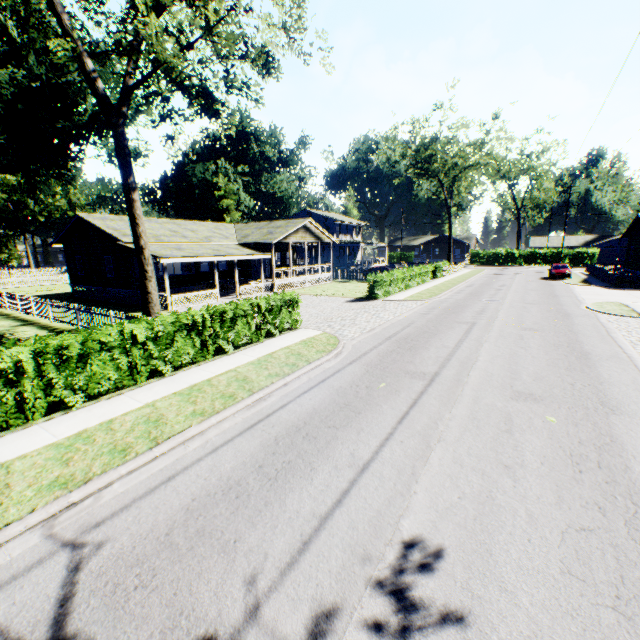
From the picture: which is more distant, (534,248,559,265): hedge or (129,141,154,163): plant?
(534,248,559,265): hedge

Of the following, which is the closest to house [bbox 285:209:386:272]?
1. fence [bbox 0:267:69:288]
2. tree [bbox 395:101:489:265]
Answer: fence [bbox 0:267:69:288]

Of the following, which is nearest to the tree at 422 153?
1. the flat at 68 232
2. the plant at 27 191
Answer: the flat at 68 232

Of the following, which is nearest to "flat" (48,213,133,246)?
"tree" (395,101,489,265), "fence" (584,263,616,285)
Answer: "tree" (395,101,489,265)

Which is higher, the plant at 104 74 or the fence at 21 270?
the plant at 104 74

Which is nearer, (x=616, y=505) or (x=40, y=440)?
(x=616, y=505)

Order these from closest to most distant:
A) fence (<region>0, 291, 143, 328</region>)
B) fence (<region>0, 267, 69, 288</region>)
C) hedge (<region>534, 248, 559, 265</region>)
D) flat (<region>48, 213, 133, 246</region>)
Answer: fence (<region>0, 291, 143, 328</region>), flat (<region>48, 213, 133, 246</region>), fence (<region>0, 267, 69, 288</region>), hedge (<region>534, 248, 559, 265</region>)

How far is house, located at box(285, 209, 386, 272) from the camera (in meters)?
48.17
